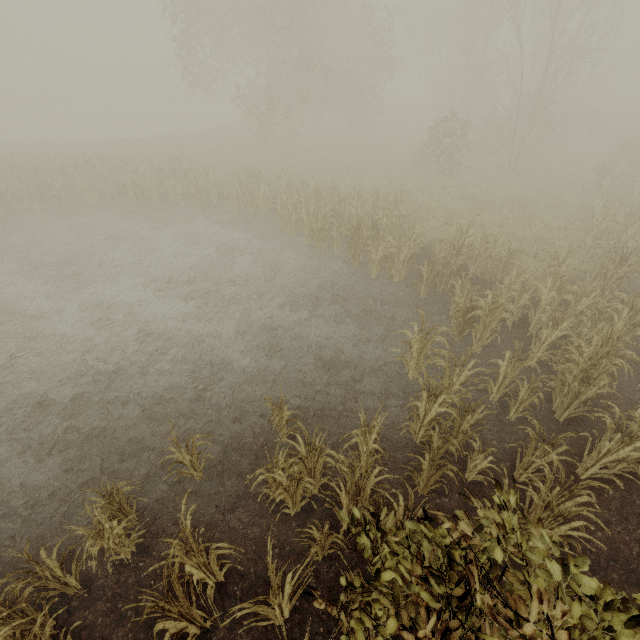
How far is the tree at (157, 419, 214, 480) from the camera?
5.0m

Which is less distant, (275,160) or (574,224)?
(574,224)

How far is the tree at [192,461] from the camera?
5.0m
